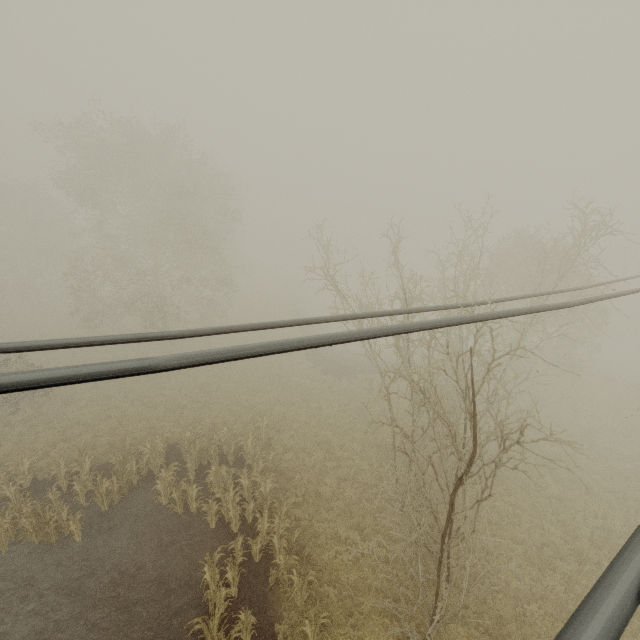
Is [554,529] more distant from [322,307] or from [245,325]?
[322,307]
